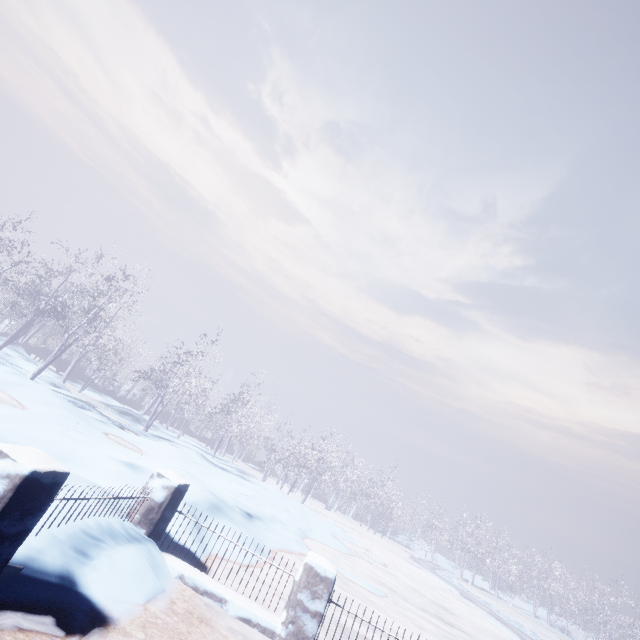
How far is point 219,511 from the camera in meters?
7.1 m
